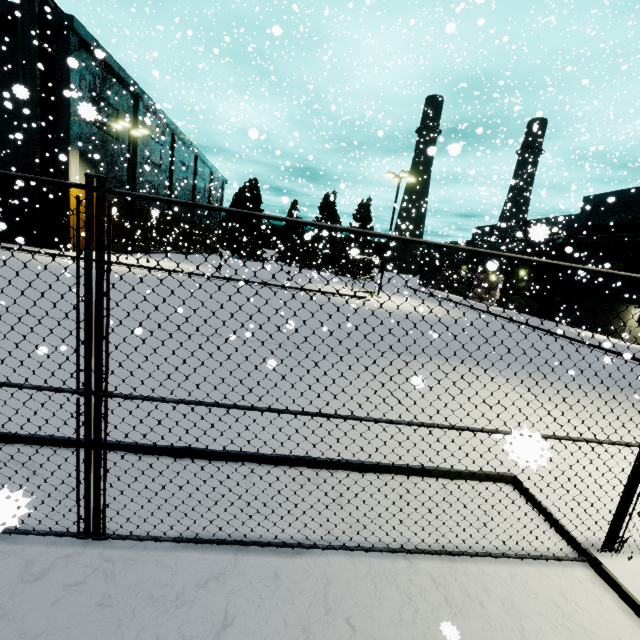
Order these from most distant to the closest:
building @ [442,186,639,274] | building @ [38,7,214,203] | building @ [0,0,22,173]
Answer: building @ [442,186,639,274] → building @ [38,7,214,203] → building @ [0,0,22,173]

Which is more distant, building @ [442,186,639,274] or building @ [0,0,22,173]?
building @ [442,186,639,274]

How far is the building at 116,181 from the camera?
21.78m

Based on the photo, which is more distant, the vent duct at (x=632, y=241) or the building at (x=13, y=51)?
the vent duct at (x=632, y=241)

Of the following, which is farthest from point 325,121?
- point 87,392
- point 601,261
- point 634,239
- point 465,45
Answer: point 87,392

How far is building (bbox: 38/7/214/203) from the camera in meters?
21.8

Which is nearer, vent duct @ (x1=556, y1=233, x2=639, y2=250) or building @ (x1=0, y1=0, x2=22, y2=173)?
building @ (x1=0, y1=0, x2=22, y2=173)
